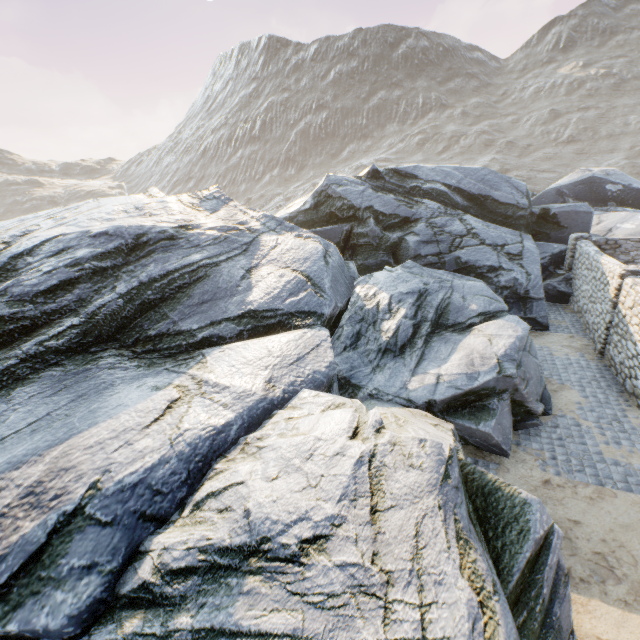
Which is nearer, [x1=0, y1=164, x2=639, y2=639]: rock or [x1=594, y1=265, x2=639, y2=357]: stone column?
[x1=0, y1=164, x2=639, y2=639]: rock

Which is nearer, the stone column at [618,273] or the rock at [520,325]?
the rock at [520,325]

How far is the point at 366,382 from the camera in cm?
920
